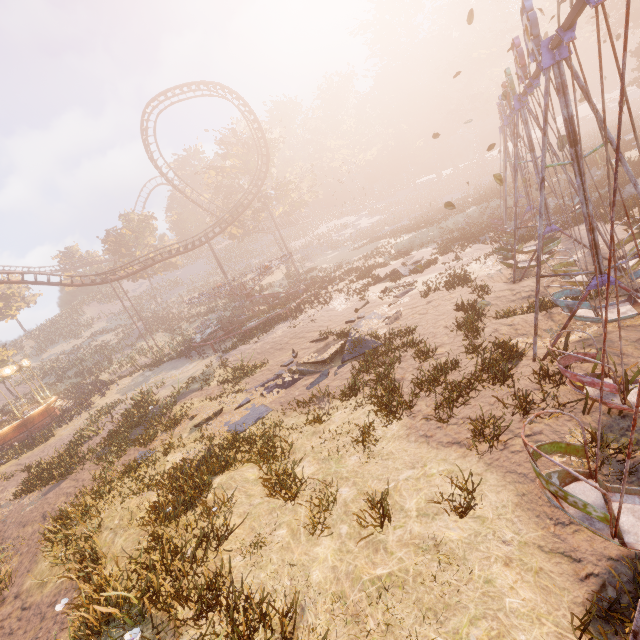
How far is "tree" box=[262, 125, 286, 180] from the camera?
42.7m

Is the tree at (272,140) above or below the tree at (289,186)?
above

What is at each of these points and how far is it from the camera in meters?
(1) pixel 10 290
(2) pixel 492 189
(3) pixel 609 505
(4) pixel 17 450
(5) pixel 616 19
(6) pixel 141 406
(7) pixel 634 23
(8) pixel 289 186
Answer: (1) instancedfoliageactor, 47.8 m
(2) instancedfoliageactor, 38.2 m
(3) swing, 3.5 m
(4) instancedfoliageactor, 19.5 m
(5) instancedfoliageactor, 41.8 m
(6) instancedfoliageactor, 16.8 m
(7) instancedfoliageactor, 37.6 m
(8) tree, 46.5 m

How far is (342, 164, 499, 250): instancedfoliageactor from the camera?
31.22m

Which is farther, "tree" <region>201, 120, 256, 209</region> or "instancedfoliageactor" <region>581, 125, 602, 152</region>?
"tree" <region>201, 120, 256, 209</region>

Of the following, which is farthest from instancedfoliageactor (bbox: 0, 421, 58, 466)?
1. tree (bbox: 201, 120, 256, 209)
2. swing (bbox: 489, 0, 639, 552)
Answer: tree (bbox: 201, 120, 256, 209)

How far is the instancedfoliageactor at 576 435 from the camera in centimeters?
527cm

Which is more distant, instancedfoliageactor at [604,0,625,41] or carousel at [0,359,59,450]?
instancedfoliageactor at [604,0,625,41]
